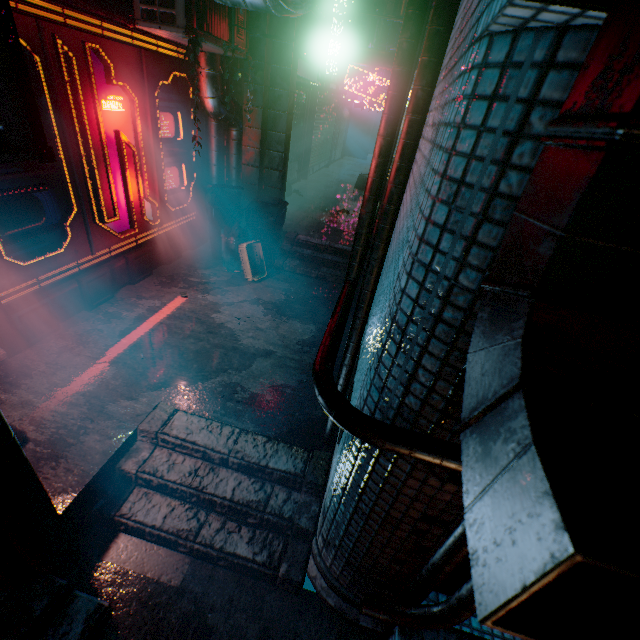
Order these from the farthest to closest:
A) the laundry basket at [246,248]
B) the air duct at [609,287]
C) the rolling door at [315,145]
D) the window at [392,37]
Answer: the window at [392,37]
the rolling door at [315,145]
the laundry basket at [246,248]
the air duct at [609,287]

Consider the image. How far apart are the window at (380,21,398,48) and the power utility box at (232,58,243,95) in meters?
15.1

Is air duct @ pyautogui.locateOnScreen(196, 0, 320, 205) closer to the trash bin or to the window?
the trash bin

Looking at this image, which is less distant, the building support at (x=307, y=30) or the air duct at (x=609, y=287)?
the air duct at (x=609, y=287)

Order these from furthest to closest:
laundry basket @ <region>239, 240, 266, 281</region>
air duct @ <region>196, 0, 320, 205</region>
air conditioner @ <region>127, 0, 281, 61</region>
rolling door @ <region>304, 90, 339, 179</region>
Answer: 1. rolling door @ <region>304, 90, 339, 179</region>
2. laundry basket @ <region>239, 240, 266, 281</region>
3. air duct @ <region>196, 0, 320, 205</region>
4. air conditioner @ <region>127, 0, 281, 61</region>

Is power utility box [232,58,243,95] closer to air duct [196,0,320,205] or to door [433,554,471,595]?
air duct [196,0,320,205]

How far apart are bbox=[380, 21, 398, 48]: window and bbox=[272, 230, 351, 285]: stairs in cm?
1665

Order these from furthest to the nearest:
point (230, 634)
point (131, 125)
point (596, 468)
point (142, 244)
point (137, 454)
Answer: point (142, 244)
point (131, 125)
point (137, 454)
point (230, 634)
point (596, 468)
